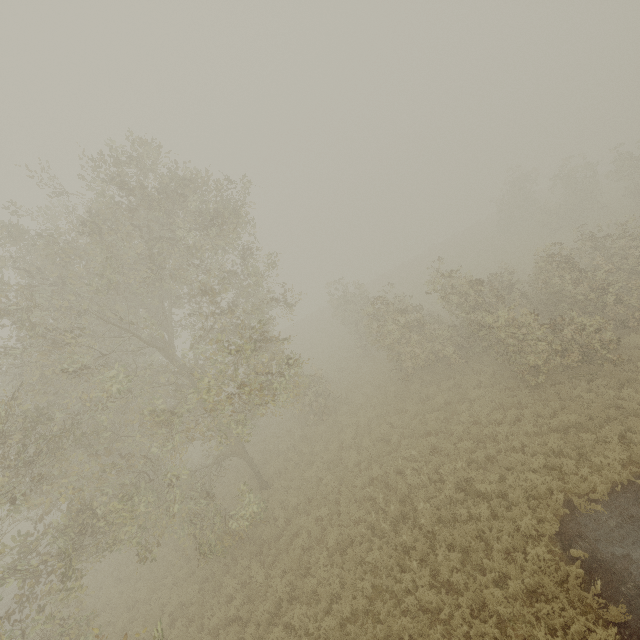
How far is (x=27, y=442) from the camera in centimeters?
829cm
